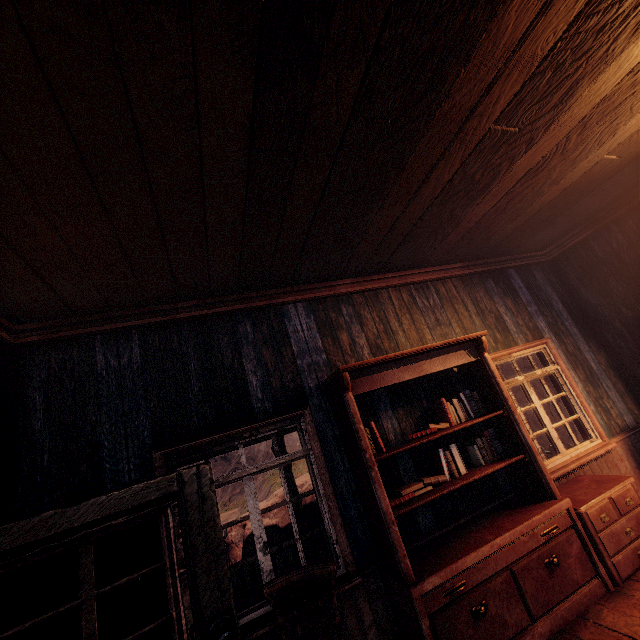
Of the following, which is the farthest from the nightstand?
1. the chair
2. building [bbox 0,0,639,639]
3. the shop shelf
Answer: the chair

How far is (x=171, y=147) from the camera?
1.95m

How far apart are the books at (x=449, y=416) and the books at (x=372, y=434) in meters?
0.4

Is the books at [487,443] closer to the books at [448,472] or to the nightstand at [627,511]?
the books at [448,472]

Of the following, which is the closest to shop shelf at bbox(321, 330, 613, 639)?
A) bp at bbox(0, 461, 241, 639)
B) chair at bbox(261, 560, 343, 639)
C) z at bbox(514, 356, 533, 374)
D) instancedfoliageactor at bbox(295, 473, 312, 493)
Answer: chair at bbox(261, 560, 343, 639)

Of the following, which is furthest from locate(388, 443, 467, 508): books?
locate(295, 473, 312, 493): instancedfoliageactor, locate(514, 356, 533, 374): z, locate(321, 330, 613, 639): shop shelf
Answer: locate(295, 473, 312, 493): instancedfoliageactor

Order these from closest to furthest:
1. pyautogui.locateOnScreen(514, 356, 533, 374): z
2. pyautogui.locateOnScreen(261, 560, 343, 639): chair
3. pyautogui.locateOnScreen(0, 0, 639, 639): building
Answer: pyautogui.locateOnScreen(0, 0, 639, 639): building → pyautogui.locateOnScreen(261, 560, 343, 639): chair → pyautogui.locateOnScreen(514, 356, 533, 374): z

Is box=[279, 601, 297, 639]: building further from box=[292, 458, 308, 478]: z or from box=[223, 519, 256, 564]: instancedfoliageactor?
box=[223, 519, 256, 564]: instancedfoliageactor
